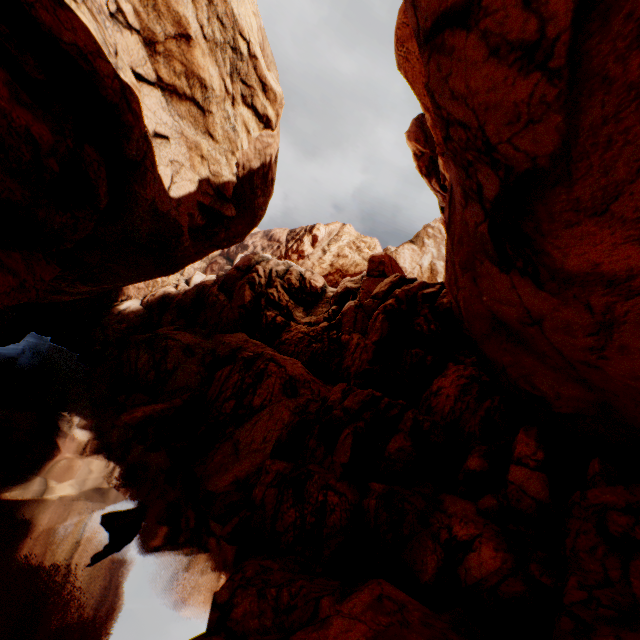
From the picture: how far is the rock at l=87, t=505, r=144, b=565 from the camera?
10.4 meters

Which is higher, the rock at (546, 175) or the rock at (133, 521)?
the rock at (546, 175)

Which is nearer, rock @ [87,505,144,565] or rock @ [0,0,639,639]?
rock @ [0,0,639,639]

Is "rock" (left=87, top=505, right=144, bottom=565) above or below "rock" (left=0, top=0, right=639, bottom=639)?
below

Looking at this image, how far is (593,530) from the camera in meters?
6.9 m

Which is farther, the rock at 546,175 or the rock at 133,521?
the rock at 133,521
